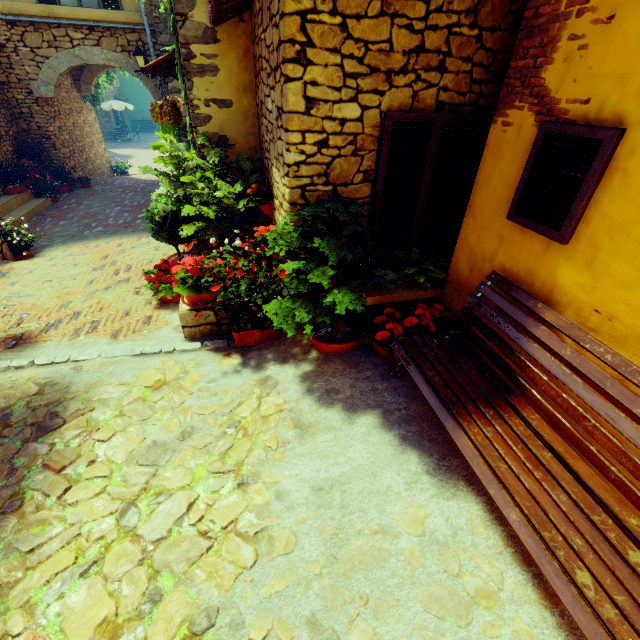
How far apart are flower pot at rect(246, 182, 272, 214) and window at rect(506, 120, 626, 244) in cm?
284

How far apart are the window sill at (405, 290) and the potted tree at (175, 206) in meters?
2.7

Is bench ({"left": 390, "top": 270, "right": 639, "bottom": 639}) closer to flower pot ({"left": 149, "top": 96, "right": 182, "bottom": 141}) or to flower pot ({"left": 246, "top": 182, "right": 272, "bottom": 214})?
flower pot ({"left": 246, "top": 182, "right": 272, "bottom": 214})

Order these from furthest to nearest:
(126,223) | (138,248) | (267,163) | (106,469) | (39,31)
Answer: (39,31)
(126,223)
(138,248)
(267,163)
(106,469)

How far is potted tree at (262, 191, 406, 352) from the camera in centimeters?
268cm

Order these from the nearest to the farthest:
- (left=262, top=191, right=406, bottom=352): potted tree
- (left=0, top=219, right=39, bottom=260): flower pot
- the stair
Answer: (left=262, top=191, right=406, bottom=352): potted tree
(left=0, top=219, right=39, bottom=260): flower pot
the stair

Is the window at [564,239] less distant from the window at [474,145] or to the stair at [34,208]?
the window at [474,145]

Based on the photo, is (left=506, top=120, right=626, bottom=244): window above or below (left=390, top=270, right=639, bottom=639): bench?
above
